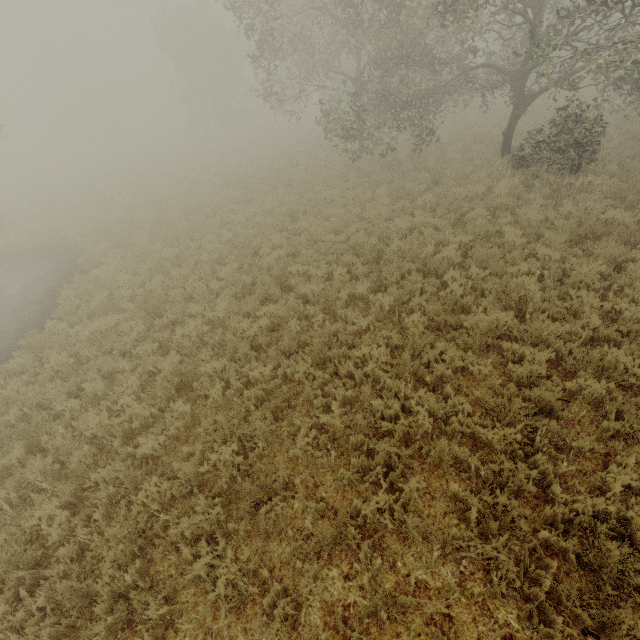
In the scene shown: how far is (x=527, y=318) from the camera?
6.54m
